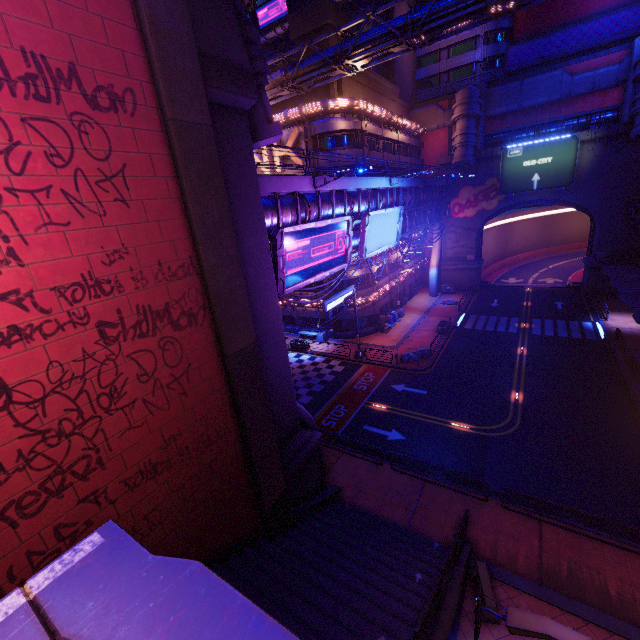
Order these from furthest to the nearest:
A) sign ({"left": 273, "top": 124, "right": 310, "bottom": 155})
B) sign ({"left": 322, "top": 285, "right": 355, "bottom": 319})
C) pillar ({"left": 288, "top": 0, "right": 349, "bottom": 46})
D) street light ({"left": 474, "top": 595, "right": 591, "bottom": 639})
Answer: sign ({"left": 273, "top": 124, "right": 310, "bottom": 155}) < pillar ({"left": 288, "top": 0, "right": 349, "bottom": 46}) < sign ({"left": 322, "top": 285, "right": 355, "bottom": 319}) < street light ({"left": 474, "top": 595, "right": 591, "bottom": 639})

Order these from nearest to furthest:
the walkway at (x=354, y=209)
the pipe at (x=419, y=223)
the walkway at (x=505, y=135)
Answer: the walkway at (x=354, y=209), the pipe at (x=419, y=223), the walkway at (x=505, y=135)

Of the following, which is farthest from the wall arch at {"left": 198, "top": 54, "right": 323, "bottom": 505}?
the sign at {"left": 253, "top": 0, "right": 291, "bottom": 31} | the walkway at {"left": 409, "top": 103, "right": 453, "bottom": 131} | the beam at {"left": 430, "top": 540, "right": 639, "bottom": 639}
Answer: the sign at {"left": 253, "top": 0, "right": 291, "bottom": 31}

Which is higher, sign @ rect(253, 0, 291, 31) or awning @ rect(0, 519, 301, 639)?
sign @ rect(253, 0, 291, 31)

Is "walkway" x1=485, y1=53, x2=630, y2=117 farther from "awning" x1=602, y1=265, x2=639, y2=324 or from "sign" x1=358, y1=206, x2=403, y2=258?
"sign" x1=358, y1=206, x2=403, y2=258

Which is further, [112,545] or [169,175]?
[169,175]

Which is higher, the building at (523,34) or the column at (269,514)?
the building at (523,34)

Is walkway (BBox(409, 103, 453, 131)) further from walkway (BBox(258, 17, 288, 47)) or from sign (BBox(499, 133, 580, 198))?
walkway (BBox(258, 17, 288, 47))
